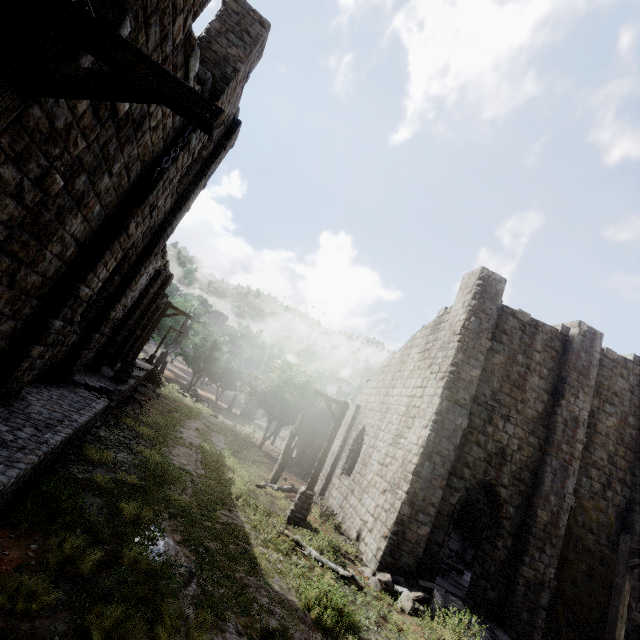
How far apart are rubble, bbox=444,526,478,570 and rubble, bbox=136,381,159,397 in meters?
22.7

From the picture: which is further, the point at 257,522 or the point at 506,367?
the point at 506,367

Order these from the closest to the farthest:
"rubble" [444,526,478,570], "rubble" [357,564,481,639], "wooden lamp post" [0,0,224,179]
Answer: "wooden lamp post" [0,0,224,179] < "rubble" [357,564,481,639] < "rubble" [444,526,478,570]

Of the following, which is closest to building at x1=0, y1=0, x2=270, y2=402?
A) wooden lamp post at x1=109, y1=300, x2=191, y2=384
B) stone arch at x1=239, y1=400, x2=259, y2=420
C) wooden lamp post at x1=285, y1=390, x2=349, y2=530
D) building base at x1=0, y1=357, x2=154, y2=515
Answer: building base at x1=0, y1=357, x2=154, y2=515

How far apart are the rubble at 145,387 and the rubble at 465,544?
22.66m

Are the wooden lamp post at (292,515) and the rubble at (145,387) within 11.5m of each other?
no

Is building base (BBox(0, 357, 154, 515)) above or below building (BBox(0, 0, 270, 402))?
below

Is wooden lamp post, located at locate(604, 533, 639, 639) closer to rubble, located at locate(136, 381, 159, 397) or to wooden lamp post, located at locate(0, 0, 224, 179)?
wooden lamp post, located at locate(0, 0, 224, 179)
